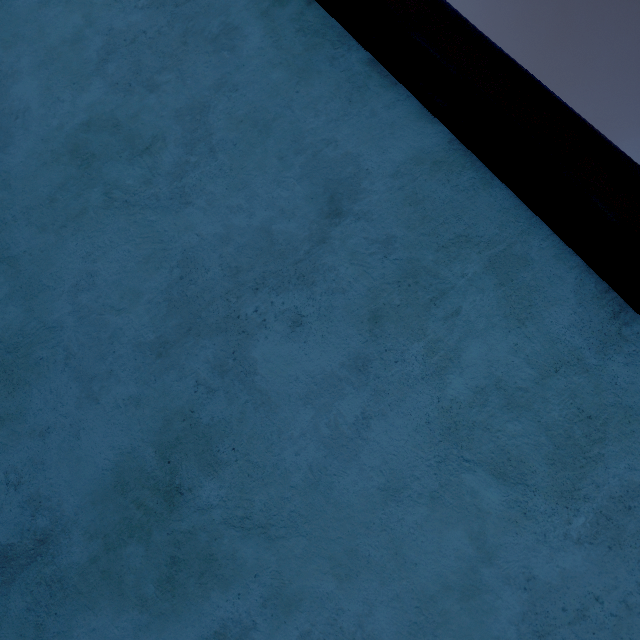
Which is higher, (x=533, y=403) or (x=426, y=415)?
(x=533, y=403)
